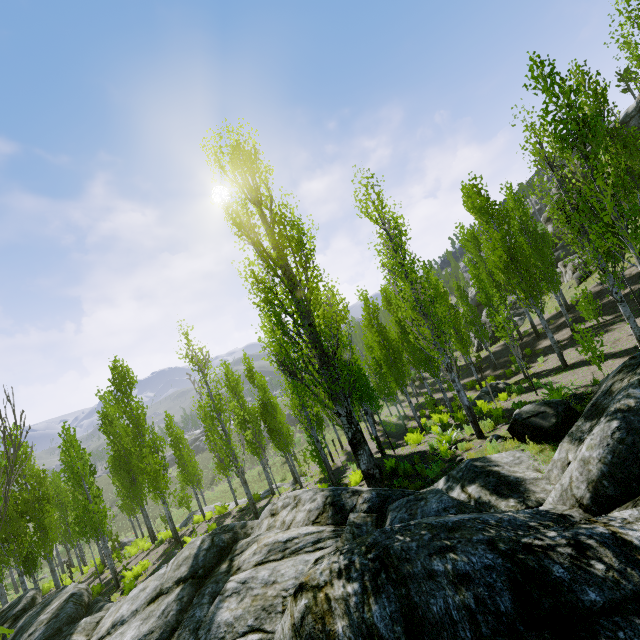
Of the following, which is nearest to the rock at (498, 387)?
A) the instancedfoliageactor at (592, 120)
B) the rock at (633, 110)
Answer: the instancedfoliageactor at (592, 120)

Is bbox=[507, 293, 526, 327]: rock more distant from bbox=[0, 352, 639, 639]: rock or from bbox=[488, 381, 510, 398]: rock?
bbox=[488, 381, 510, 398]: rock

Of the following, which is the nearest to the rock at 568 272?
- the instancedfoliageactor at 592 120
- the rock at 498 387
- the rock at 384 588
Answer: the instancedfoliageactor at 592 120

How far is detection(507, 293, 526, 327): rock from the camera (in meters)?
33.44

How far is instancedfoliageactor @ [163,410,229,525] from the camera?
21.03m

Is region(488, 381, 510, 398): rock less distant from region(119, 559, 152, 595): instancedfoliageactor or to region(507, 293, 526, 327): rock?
region(119, 559, 152, 595): instancedfoliageactor

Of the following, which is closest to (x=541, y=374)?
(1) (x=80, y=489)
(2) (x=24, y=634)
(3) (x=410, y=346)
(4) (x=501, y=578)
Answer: (3) (x=410, y=346)
